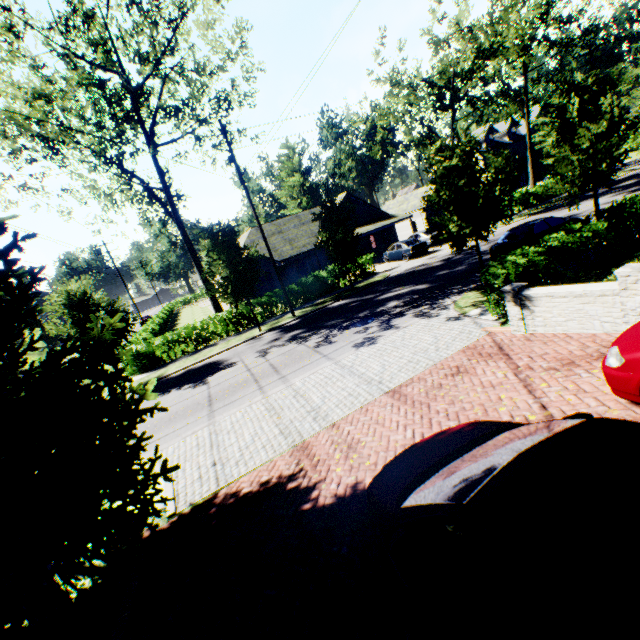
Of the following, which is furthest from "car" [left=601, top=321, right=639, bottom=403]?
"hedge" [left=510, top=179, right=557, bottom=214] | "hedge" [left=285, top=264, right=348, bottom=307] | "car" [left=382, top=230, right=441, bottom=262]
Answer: "hedge" [left=510, top=179, right=557, bottom=214]

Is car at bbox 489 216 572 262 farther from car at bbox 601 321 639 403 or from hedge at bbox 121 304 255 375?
hedge at bbox 121 304 255 375

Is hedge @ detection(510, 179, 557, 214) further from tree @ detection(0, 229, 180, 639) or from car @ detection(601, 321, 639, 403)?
car @ detection(601, 321, 639, 403)

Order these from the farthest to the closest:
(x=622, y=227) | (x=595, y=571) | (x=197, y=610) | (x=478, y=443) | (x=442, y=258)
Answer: (x=442, y=258) < (x=622, y=227) < (x=197, y=610) < (x=478, y=443) < (x=595, y=571)

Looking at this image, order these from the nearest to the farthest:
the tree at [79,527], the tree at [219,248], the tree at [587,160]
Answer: the tree at [79,527], the tree at [587,160], the tree at [219,248]

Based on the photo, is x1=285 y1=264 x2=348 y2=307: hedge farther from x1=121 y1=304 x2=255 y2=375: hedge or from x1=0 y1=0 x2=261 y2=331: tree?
x1=121 y1=304 x2=255 y2=375: hedge

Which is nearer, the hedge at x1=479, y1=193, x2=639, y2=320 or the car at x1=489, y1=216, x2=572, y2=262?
the hedge at x1=479, y1=193, x2=639, y2=320

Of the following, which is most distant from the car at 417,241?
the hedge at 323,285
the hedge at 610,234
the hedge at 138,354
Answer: the hedge at 138,354
